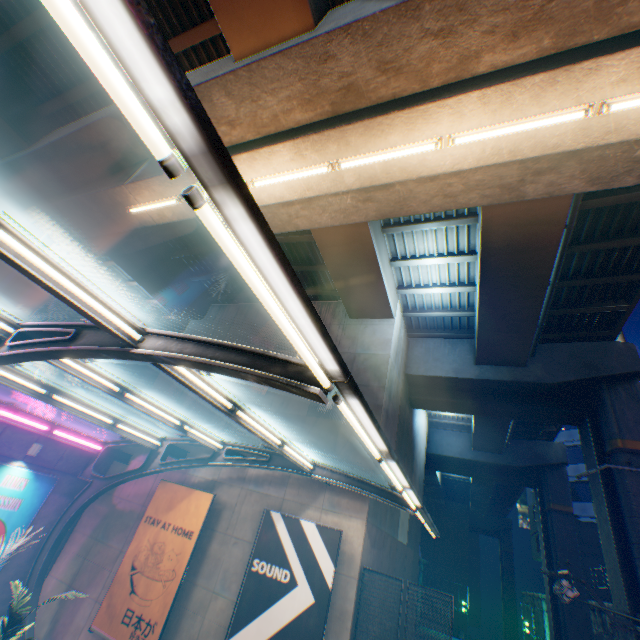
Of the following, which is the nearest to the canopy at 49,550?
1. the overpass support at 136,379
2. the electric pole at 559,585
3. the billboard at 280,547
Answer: the billboard at 280,547

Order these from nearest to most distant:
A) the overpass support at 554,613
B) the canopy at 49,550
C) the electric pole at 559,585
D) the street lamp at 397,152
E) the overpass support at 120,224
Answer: the canopy at 49,550
the street lamp at 397,152
the electric pole at 559,585
the overpass support at 120,224
the overpass support at 554,613

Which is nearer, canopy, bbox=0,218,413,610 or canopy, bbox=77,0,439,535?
canopy, bbox=77,0,439,535

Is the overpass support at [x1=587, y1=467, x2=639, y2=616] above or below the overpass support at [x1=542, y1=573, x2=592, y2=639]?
above

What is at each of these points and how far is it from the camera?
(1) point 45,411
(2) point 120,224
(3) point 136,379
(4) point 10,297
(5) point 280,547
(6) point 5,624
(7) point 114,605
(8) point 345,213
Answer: (1) concrete block, 12.4m
(2) overpass support, 11.4m
(3) overpass support, 25.6m
(4) overpass support, 46.9m
(5) billboard, 9.6m
(6) plants, 6.9m
(7) billboard, 10.2m
(8) overpass support, 9.4m

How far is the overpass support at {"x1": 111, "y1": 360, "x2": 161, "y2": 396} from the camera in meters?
25.2 m

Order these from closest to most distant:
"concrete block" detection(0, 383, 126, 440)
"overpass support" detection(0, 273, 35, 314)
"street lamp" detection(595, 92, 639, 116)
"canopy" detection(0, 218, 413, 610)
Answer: "canopy" detection(0, 218, 413, 610) → "street lamp" detection(595, 92, 639, 116) → "concrete block" detection(0, 383, 126, 440) → "overpass support" detection(0, 273, 35, 314)

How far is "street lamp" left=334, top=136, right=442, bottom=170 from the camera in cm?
667
